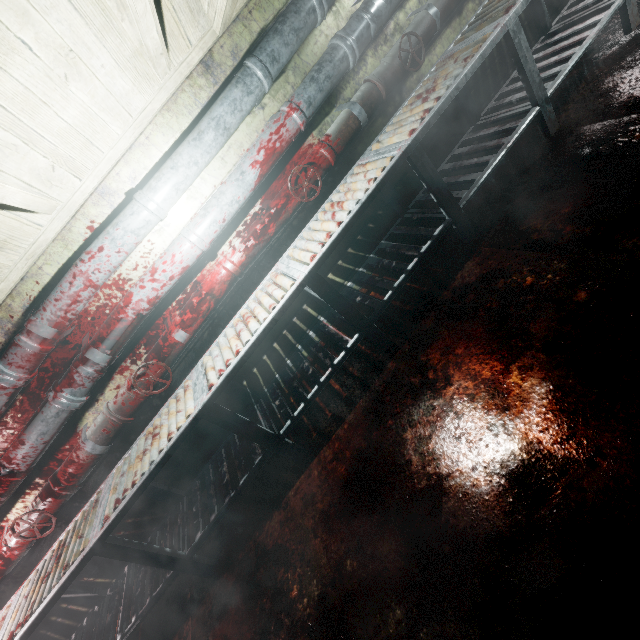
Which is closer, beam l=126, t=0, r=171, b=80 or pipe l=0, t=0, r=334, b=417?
beam l=126, t=0, r=171, b=80

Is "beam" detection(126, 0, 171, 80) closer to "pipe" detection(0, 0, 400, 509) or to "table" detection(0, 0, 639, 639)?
"pipe" detection(0, 0, 400, 509)

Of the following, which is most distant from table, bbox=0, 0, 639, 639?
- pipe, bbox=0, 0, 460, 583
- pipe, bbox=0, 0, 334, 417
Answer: pipe, bbox=0, 0, 334, 417

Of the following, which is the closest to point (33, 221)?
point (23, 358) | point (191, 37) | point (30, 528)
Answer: point (23, 358)

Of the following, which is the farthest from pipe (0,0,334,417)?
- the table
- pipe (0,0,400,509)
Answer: the table

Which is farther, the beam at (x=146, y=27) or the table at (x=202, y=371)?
the table at (x=202, y=371)

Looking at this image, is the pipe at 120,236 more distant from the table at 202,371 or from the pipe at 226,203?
the table at 202,371

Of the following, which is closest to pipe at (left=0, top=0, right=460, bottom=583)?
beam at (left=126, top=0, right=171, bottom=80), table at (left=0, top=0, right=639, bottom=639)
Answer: table at (left=0, top=0, right=639, bottom=639)
